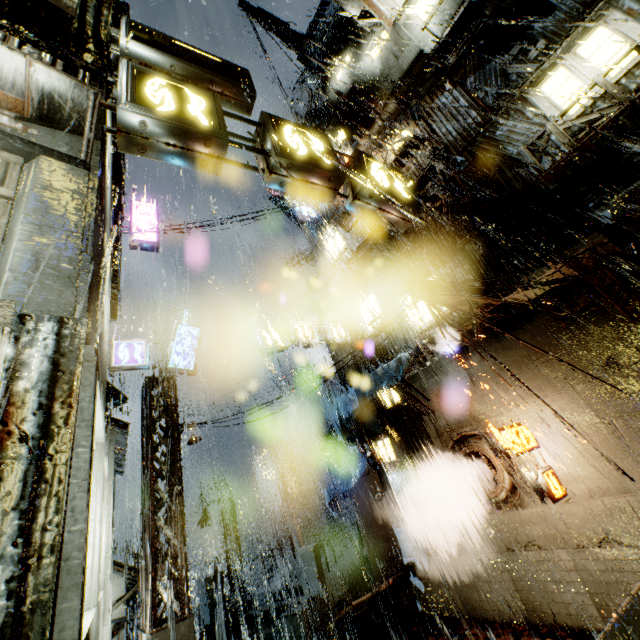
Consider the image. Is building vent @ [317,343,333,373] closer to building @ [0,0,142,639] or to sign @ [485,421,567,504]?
building @ [0,0,142,639]

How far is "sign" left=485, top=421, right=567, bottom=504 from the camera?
8.9 meters

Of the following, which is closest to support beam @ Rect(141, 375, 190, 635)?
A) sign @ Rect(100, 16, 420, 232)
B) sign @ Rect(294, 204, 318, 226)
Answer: sign @ Rect(100, 16, 420, 232)

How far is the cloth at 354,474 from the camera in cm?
1503

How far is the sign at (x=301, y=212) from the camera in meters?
21.1 m

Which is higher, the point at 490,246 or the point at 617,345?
Result: the point at 490,246

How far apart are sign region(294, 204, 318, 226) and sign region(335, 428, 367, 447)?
13.36m

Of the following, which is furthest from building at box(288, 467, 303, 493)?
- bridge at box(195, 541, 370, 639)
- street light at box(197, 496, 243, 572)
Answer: street light at box(197, 496, 243, 572)
